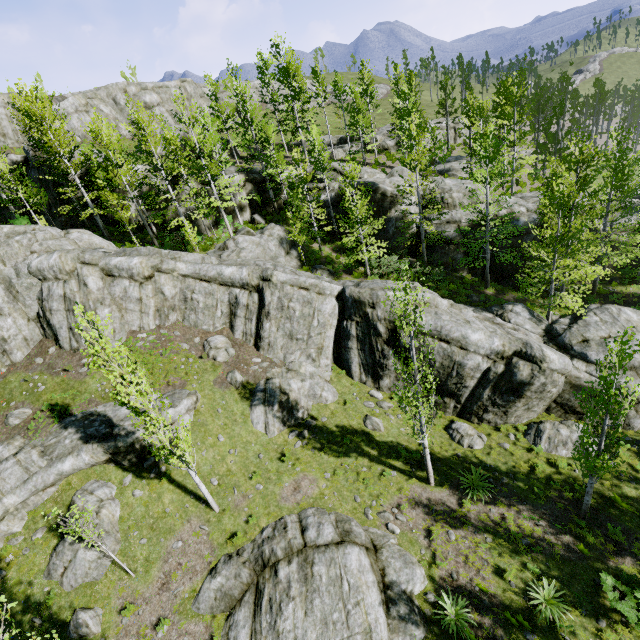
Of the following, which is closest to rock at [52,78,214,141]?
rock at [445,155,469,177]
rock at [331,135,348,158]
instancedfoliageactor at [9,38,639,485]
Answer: instancedfoliageactor at [9,38,639,485]

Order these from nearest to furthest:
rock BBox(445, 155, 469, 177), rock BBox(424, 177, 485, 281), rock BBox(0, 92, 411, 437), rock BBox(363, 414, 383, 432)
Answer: rock BBox(363, 414, 383, 432)
rock BBox(0, 92, 411, 437)
rock BBox(424, 177, 485, 281)
rock BBox(445, 155, 469, 177)

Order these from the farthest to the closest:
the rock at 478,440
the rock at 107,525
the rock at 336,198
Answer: the rock at 336,198
the rock at 478,440
the rock at 107,525

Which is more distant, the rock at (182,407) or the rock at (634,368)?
the rock at (634,368)

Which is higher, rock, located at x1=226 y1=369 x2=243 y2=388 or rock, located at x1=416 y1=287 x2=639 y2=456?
rock, located at x1=226 y1=369 x2=243 y2=388

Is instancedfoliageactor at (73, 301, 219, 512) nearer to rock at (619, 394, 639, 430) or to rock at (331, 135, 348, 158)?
rock at (619, 394, 639, 430)

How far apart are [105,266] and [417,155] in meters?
22.1

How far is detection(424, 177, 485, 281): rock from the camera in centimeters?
2609cm
